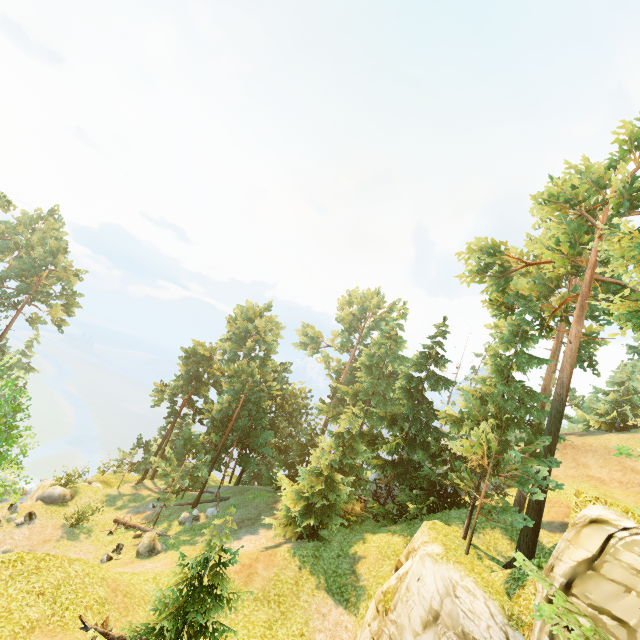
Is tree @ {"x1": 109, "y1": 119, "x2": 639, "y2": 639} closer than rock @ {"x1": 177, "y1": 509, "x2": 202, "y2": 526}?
Yes

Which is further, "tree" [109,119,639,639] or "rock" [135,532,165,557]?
"rock" [135,532,165,557]

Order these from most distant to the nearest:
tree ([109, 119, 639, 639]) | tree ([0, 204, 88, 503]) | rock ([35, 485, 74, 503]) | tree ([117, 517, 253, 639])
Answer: rock ([35, 485, 74, 503]) < tree ([109, 119, 639, 639]) < tree ([0, 204, 88, 503]) < tree ([117, 517, 253, 639])

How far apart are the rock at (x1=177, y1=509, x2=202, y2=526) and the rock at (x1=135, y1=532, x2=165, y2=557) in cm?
327

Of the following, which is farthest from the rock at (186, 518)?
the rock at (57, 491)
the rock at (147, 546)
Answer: the rock at (57, 491)

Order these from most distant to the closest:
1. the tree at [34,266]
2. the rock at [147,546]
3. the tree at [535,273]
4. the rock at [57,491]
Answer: the rock at [57,491] < the rock at [147,546] < the tree at [535,273] < the tree at [34,266]

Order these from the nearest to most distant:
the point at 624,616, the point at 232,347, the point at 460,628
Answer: the point at 624,616
the point at 460,628
the point at 232,347

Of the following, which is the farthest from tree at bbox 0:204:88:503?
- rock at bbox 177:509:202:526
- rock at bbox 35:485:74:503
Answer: rock at bbox 35:485:74:503
